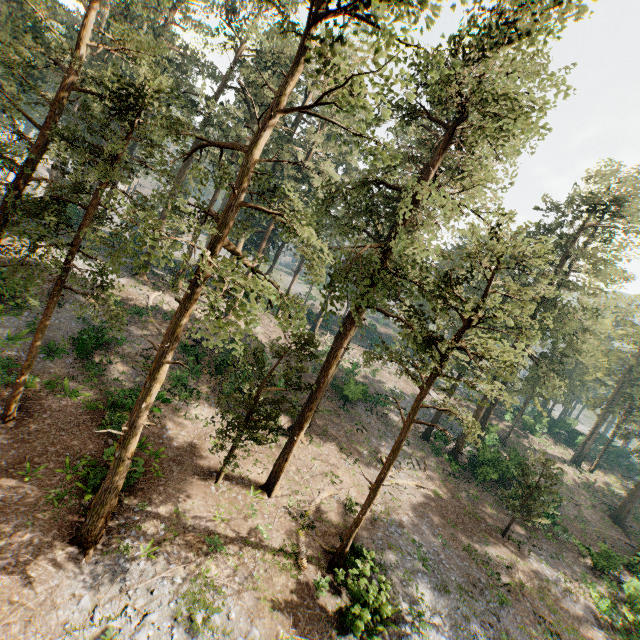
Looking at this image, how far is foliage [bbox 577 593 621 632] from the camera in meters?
20.7

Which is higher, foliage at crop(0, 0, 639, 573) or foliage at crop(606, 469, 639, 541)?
foliage at crop(0, 0, 639, 573)

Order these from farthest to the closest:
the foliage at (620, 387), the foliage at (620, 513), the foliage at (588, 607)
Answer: the foliage at (620, 513) < the foliage at (588, 607) < the foliage at (620, 387)

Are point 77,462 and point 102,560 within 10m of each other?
yes

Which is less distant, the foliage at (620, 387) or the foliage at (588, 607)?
the foliage at (620, 387)

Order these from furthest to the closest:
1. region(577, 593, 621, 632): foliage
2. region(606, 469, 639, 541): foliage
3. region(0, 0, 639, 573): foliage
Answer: region(606, 469, 639, 541): foliage → region(577, 593, 621, 632): foliage → region(0, 0, 639, 573): foliage

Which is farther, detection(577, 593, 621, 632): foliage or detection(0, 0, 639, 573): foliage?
detection(577, 593, 621, 632): foliage
